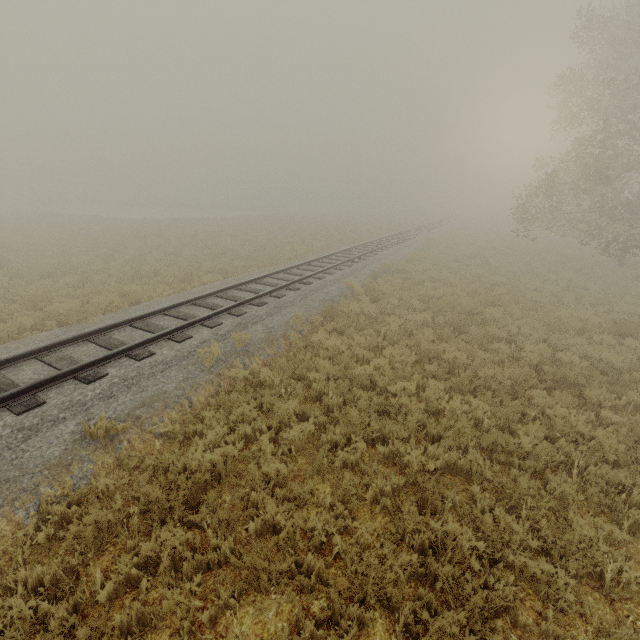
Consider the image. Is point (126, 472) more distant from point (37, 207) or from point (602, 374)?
point (37, 207)
